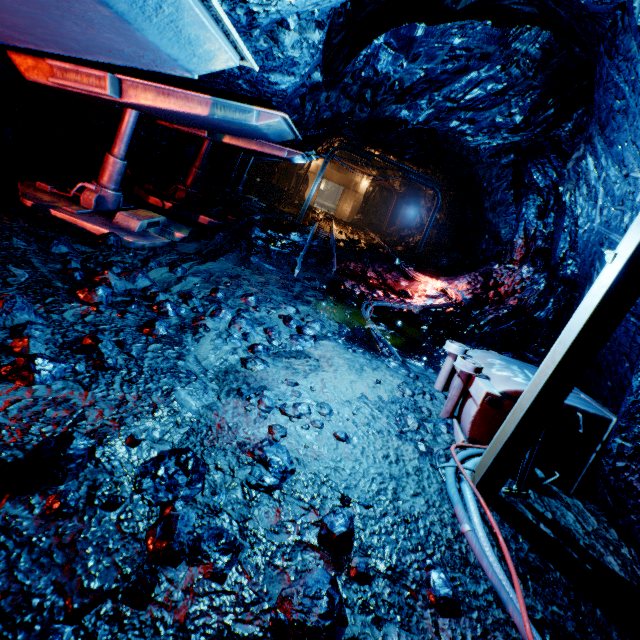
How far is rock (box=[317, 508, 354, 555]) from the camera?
1.7 meters

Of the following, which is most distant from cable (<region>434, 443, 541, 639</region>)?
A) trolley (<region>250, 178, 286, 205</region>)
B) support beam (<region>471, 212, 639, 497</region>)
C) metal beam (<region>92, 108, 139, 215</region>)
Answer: trolley (<region>250, 178, 286, 205</region>)

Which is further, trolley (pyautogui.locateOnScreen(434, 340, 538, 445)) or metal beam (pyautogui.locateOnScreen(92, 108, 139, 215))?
metal beam (pyautogui.locateOnScreen(92, 108, 139, 215))

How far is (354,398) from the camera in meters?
3.1

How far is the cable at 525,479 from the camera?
2.5 meters

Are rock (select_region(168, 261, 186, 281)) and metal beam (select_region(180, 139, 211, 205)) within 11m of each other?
yes

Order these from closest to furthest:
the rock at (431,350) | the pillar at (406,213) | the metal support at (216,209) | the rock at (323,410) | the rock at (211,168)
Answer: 1. the rock at (323,410)
2. the rock at (431,350)
3. the metal support at (216,209)
4. the rock at (211,168)
5. the pillar at (406,213)

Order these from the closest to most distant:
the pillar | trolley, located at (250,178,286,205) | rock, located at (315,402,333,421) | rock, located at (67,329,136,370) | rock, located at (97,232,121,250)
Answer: rock, located at (67,329,136,370) → rock, located at (315,402,333,421) → rock, located at (97,232,121,250) → trolley, located at (250,178,286,205) → the pillar
